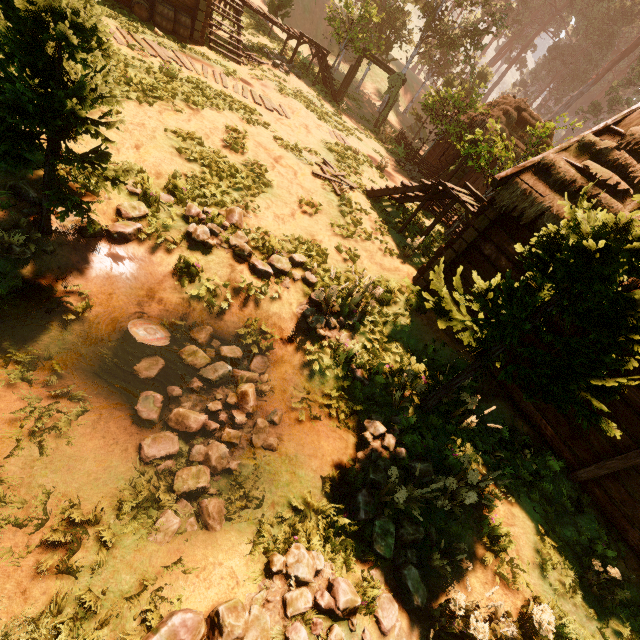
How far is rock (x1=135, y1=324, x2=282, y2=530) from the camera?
4.8 meters

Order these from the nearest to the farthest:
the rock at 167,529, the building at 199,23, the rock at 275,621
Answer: the rock at 275,621, the rock at 167,529, the building at 199,23

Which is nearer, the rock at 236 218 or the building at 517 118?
the rock at 236 218

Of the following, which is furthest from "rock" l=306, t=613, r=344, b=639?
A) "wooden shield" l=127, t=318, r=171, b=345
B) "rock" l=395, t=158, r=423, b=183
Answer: "rock" l=395, t=158, r=423, b=183

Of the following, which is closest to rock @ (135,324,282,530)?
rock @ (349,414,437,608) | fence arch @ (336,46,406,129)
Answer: rock @ (349,414,437,608)

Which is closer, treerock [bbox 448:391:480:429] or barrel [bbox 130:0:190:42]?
treerock [bbox 448:391:480:429]

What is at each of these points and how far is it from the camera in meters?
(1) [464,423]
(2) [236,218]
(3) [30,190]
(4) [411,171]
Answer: (1) treerock, 6.9
(2) rock, 7.9
(3) rock, 5.6
(4) rock, 20.0

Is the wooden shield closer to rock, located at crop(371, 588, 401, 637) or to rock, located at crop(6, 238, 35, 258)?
rock, located at crop(6, 238, 35, 258)
